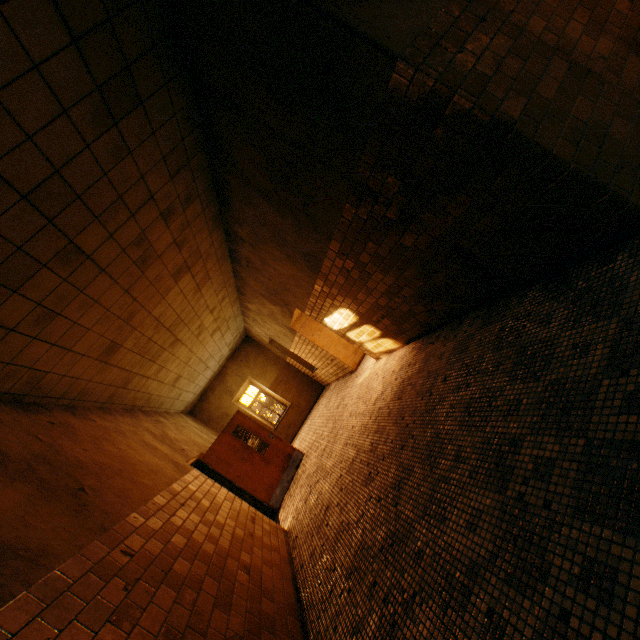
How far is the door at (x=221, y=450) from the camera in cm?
724

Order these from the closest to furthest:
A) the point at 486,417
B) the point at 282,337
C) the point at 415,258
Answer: the point at 486,417, the point at 415,258, the point at 282,337

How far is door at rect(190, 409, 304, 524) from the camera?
7.24m
